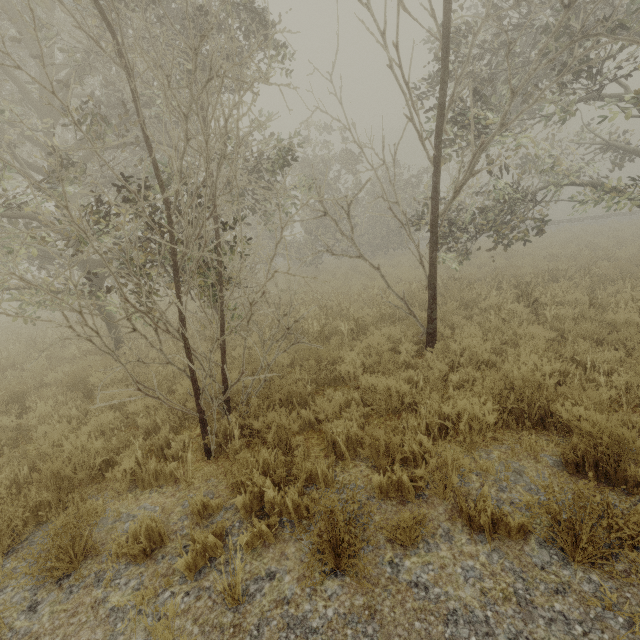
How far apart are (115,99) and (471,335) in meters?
12.8

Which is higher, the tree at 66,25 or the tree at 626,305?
the tree at 66,25

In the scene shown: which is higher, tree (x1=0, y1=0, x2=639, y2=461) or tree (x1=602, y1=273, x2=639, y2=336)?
tree (x1=0, y1=0, x2=639, y2=461)

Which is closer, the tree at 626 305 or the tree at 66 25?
the tree at 66 25

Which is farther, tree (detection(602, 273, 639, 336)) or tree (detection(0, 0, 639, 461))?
tree (detection(602, 273, 639, 336))
